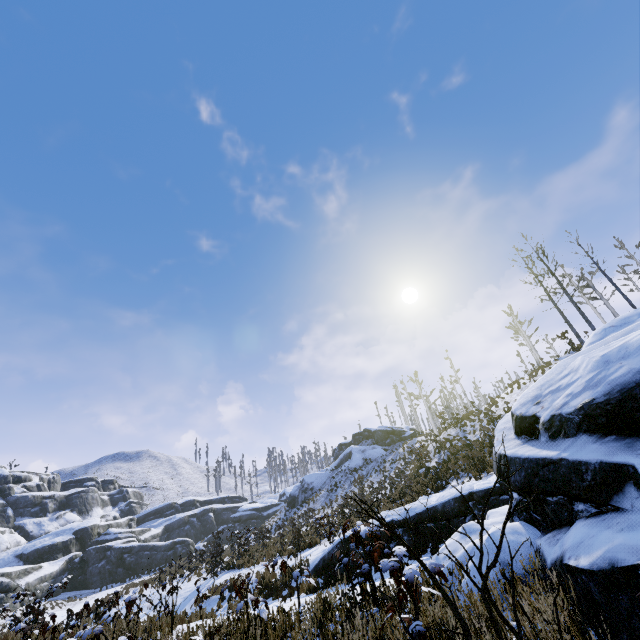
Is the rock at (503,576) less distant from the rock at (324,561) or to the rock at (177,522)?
the rock at (324,561)

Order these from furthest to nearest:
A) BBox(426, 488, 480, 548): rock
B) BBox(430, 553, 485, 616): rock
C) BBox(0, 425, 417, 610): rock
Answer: BBox(0, 425, 417, 610): rock
BBox(426, 488, 480, 548): rock
BBox(430, 553, 485, 616): rock

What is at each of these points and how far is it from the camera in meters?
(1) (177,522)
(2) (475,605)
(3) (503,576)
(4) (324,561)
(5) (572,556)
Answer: (1) rock, 54.0
(2) rock, 3.0
(3) rock, 3.7
(4) rock, 10.7
(5) rock, 2.7

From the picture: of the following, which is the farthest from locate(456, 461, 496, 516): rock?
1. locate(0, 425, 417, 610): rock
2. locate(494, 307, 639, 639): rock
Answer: locate(0, 425, 417, 610): rock

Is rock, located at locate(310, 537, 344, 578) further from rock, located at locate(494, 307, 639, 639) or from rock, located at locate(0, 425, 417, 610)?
rock, located at locate(0, 425, 417, 610)
